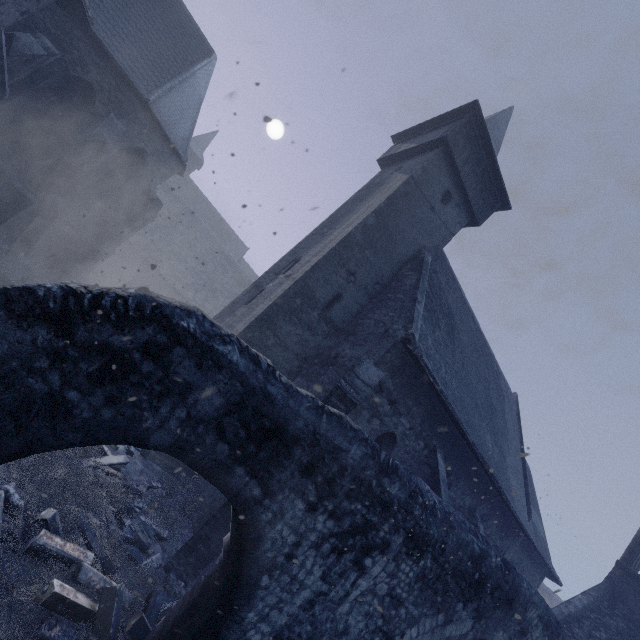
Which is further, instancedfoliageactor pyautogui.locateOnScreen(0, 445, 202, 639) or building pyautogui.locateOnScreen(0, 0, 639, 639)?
building pyautogui.locateOnScreen(0, 0, 639, 639)

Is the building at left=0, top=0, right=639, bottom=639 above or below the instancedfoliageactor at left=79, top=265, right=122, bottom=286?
above

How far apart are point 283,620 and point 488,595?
3.8m

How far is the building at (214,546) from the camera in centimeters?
617cm

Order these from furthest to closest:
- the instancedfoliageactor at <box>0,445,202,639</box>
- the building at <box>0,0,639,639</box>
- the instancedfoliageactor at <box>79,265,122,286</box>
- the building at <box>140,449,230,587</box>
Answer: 1. the instancedfoliageactor at <box>79,265,122,286</box>
2. the building at <box>0,0,639,639</box>
3. the building at <box>140,449,230,587</box>
4. the instancedfoliageactor at <box>0,445,202,639</box>

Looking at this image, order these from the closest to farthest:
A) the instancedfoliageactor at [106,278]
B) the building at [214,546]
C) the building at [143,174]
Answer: the building at [214,546] < the building at [143,174] < the instancedfoliageactor at [106,278]
